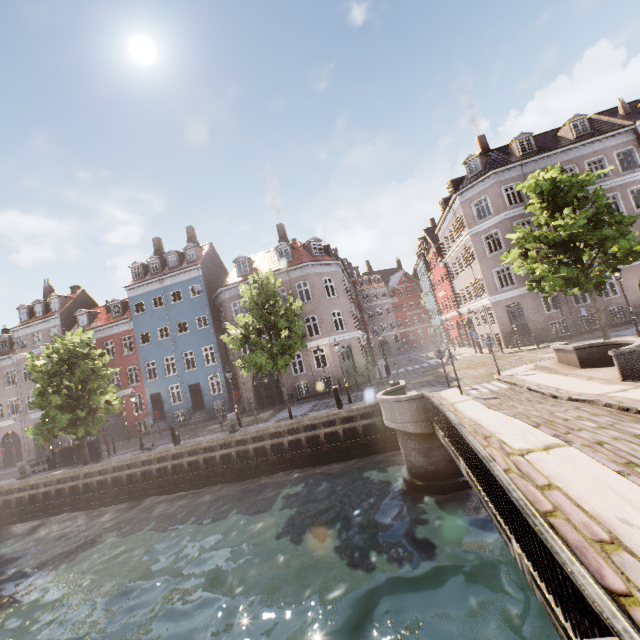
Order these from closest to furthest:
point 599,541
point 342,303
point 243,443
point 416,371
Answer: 1. point 599,541
2. point 243,443
3. point 416,371
4. point 342,303

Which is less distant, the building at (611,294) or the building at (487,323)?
the building at (611,294)

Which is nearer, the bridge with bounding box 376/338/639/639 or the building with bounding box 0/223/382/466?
the bridge with bounding box 376/338/639/639

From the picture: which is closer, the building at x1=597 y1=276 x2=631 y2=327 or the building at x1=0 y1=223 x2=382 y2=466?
the building at x1=597 y1=276 x2=631 y2=327

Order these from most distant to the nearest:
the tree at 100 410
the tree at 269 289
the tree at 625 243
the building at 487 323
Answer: the building at 487 323
the tree at 100 410
the tree at 269 289
the tree at 625 243

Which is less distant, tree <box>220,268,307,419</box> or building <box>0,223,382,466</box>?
tree <box>220,268,307,419</box>
